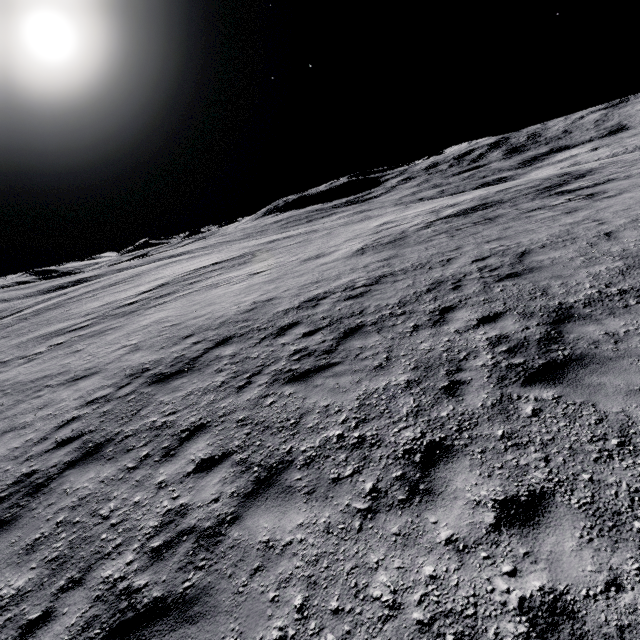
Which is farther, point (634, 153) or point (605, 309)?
point (634, 153)
